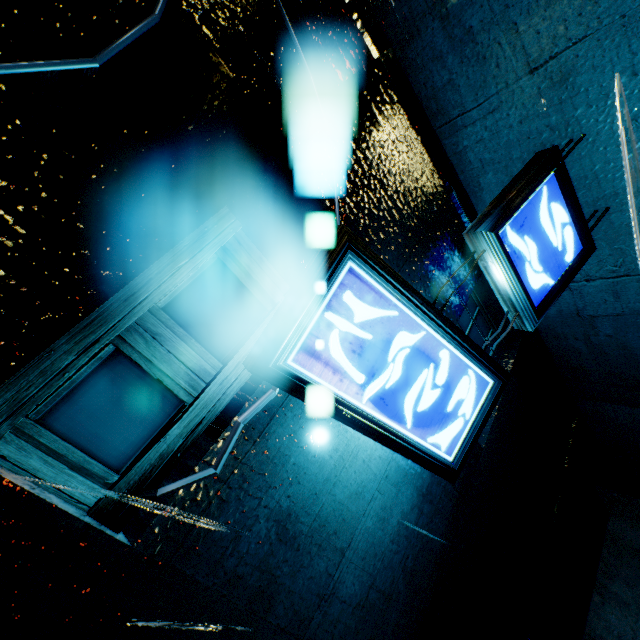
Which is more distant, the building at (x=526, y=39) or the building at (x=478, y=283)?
the building at (x=478, y=283)

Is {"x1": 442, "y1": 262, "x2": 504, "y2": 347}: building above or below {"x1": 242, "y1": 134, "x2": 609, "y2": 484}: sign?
below

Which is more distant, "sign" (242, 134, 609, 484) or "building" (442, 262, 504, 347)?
"building" (442, 262, 504, 347)

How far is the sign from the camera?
2.3 meters

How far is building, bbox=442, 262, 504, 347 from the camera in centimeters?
421cm

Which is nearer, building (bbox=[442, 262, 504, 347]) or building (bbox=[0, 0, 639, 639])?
building (bbox=[0, 0, 639, 639])

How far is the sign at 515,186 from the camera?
2.3 meters

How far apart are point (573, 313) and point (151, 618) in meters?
6.1 m
